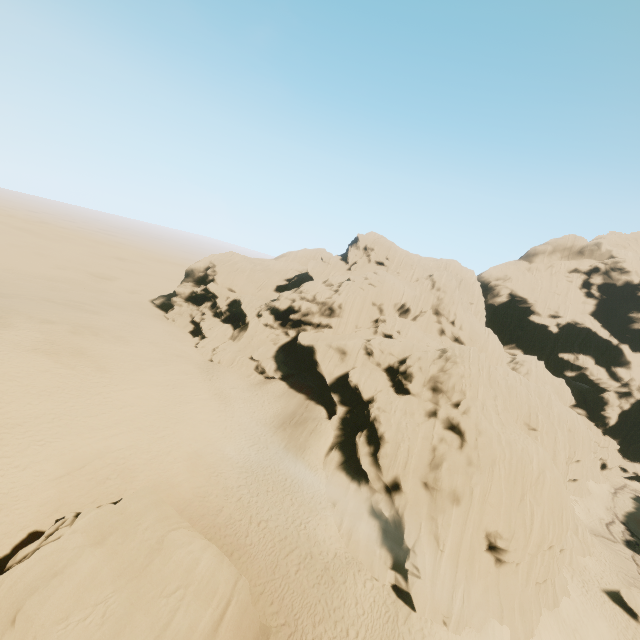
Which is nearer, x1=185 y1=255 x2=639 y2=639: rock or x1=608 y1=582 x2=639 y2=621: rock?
x1=185 y1=255 x2=639 y2=639: rock

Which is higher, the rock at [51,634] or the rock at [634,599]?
the rock at [51,634]

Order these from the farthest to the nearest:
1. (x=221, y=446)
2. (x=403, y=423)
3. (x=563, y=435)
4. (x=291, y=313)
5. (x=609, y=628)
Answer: (x=291, y=313) < (x=563, y=435) < (x=403, y=423) < (x=221, y=446) < (x=609, y=628)

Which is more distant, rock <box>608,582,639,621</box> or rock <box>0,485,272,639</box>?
rock <box>608,582,639,621</box>

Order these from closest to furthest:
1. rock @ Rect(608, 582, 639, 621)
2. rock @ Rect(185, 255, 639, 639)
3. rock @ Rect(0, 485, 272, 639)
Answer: rock @ Rect(0, 485, 272, 639) < rock @ Rect(185, 255, 639, 639) < rock @ Rect(608, 582, 639, 621)

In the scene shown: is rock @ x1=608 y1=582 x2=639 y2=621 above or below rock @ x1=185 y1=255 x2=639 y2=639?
below

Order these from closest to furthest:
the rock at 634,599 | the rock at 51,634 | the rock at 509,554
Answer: the rock at 51,634
the rock at 509,554
the rock at 634,599
